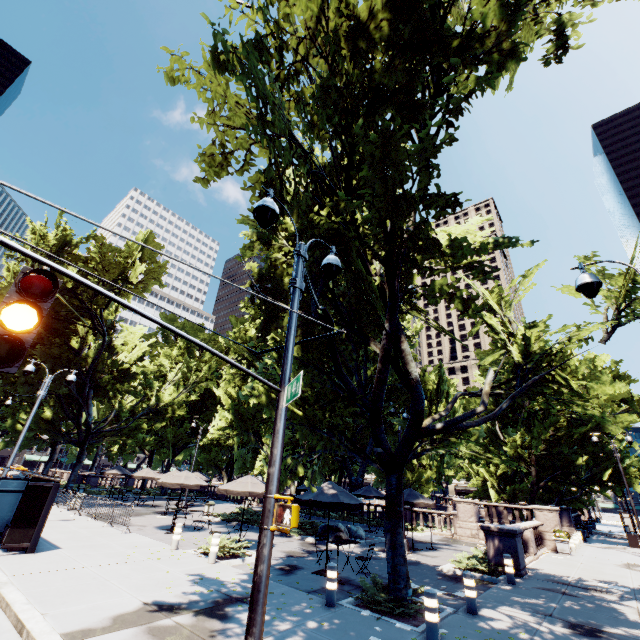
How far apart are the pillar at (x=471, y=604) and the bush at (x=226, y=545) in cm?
788

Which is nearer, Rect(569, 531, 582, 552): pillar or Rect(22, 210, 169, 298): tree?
Rect(569, 531, 582, 552): pillar

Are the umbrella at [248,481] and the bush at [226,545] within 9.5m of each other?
yes

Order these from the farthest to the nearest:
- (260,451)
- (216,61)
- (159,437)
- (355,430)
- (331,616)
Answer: (159,437) < (260,451) < (355,430) < (331,616) < (216,61)

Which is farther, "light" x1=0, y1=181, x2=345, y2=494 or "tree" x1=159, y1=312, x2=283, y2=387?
"tree" x1=159, y1=312, x2=283, y2=387

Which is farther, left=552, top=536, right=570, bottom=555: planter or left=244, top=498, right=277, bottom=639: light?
left=552, top=536, right=570, bottom=555: planter

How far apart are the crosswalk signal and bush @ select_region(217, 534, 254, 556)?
10.5m

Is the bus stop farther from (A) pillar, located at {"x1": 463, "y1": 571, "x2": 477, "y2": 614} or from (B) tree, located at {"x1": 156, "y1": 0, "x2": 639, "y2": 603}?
(A) pillar, located at {"x1": 463, "y1": 571, "x2": 477, "y2": 614}
